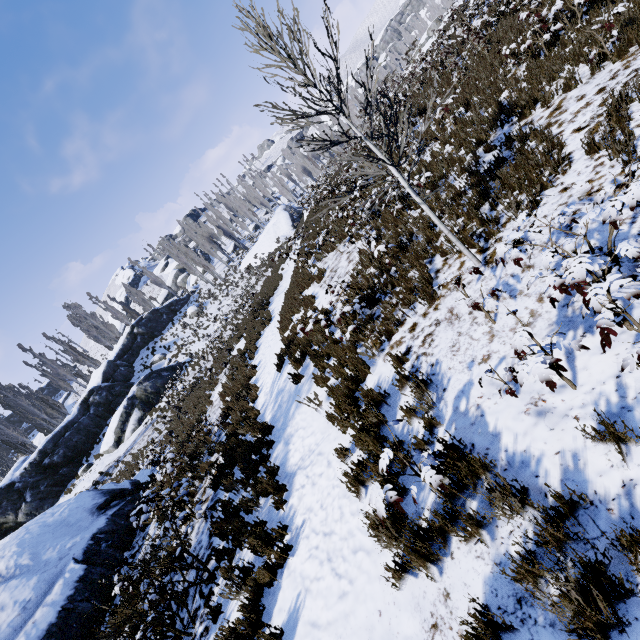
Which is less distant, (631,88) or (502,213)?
(631,88)

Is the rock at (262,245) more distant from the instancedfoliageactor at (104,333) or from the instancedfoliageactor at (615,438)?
the instancedfoliageactor at (615,438)

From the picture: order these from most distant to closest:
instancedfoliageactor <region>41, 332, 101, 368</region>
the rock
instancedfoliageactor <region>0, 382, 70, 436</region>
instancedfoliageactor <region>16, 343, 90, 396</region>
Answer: instancedfoliageactor <region>41, 332, 101, 368</region> → the rock → instancedfoliageactor <region>16, 343, 90, 396</region> → instancedfoliageactor <region>0, 382, 70, 436</region>

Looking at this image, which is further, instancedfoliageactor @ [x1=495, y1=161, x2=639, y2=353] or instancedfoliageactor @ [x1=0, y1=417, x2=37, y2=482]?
instancedfoliageactor @ [x1=0, y1=417, x2=37, y2=482]

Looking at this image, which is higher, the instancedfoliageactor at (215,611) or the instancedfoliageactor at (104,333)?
the instancedfoliageactor at (104,333)

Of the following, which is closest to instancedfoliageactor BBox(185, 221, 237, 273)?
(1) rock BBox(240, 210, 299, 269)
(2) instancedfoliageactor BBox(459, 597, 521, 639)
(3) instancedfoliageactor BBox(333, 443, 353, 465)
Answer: (1) rock BBox(240, 210, 299, 269)

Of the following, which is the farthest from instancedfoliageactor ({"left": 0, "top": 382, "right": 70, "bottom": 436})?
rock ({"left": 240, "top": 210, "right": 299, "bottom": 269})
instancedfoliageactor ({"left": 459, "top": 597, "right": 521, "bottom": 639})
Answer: instancedfoliageactor ({"left": 459, "top": 597, "right": 521, "bottom": 639})
